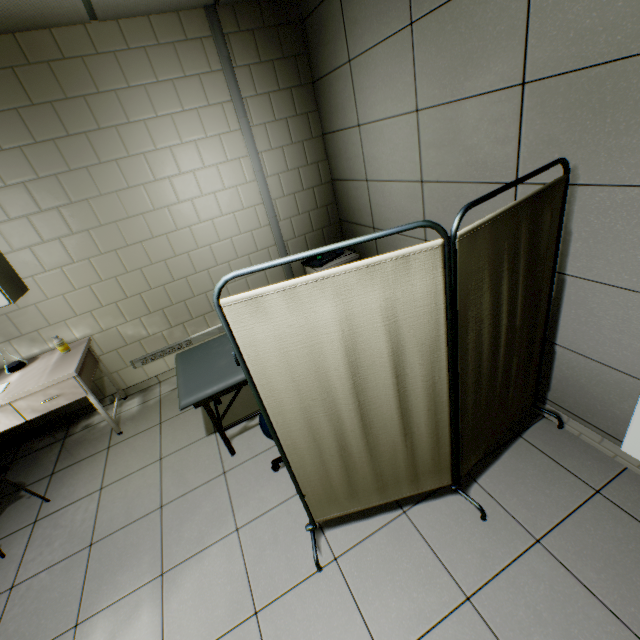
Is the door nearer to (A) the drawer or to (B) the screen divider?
(B) the screen divider

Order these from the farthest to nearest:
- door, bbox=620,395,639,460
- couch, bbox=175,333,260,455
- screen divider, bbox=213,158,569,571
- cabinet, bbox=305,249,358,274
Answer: cabinet, bbox=305,249,358,274, couch, bbox=175,333,260,455, door, bbox=620,395,639,460, screen divider, bbox=213,158,569,571

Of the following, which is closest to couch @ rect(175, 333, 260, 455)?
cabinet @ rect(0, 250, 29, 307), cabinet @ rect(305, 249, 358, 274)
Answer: cabinet @ rect(305, 249, 358, 274)

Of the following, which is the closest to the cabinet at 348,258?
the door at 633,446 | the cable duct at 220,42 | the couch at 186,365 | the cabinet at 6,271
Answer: the cable duct at 220,42

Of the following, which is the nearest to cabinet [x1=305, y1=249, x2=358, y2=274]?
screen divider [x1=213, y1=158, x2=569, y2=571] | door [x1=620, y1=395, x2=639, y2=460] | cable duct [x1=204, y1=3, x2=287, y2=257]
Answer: cable duct [x1=204, y1=3, x2=287, y2=257]

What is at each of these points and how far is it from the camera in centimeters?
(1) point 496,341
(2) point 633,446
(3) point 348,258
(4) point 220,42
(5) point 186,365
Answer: (1) screen divider, 165cm
(2) door, 187cm
(3) cabinet, 362cm
(4) cable duct, 293cm
(5) couch, 271cm

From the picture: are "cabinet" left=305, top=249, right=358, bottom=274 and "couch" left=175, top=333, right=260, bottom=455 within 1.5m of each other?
yes

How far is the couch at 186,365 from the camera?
2.4m
